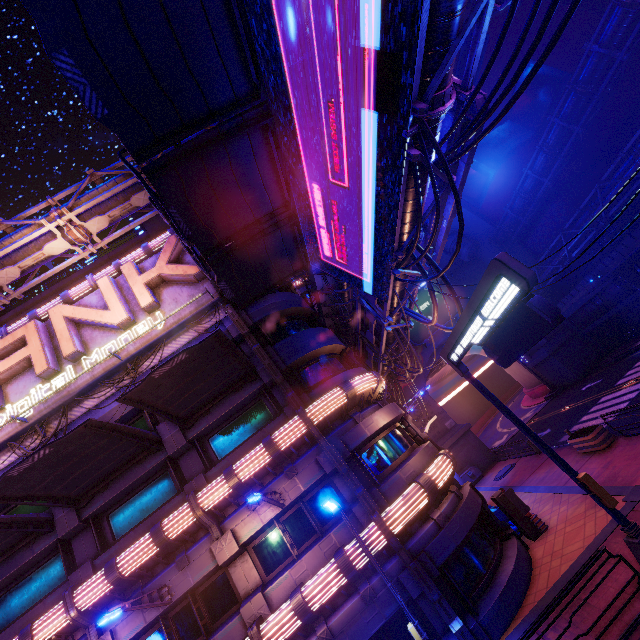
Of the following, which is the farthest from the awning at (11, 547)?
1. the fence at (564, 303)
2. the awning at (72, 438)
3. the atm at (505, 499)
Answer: the fence at (564, 303)

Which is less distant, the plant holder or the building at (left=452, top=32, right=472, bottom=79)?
the plant holder

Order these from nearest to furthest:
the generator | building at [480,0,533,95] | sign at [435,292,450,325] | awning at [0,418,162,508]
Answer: awning at [0,418,162,508], the generator, building at [480,0,533,95], sign at [435,292,450,325]

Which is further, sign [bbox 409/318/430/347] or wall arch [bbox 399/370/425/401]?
sign [bbox 409/318/430/347]

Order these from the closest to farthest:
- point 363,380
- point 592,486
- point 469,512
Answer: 1. point 592,486
2. point 469,512
3. point 363,380

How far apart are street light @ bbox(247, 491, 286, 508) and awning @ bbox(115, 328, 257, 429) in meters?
4.5 m

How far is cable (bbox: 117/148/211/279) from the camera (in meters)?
8.37

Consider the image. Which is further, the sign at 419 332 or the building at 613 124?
the sign at 419 332
